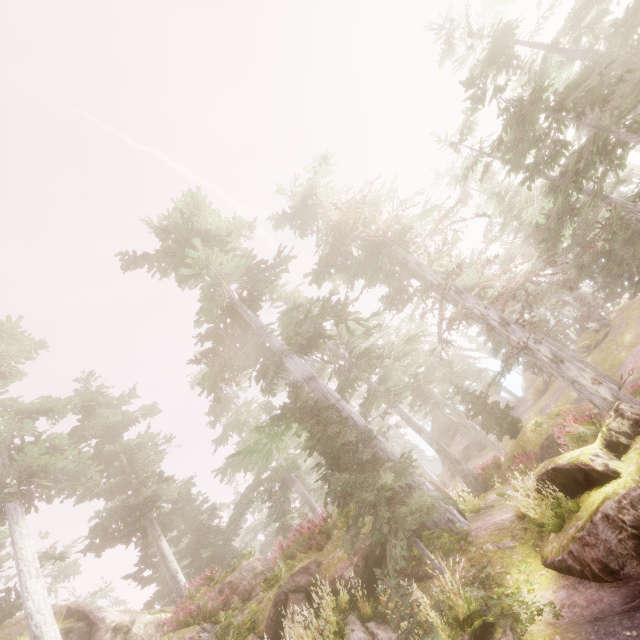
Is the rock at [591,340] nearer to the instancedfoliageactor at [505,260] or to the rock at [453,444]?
the instancedfoliageactor at [505,260]

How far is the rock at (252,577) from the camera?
13.54m

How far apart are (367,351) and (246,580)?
15.6 meters

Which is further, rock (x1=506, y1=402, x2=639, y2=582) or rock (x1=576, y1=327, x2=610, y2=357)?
rock (x1=576, y1=327, x2=610, y2=357)

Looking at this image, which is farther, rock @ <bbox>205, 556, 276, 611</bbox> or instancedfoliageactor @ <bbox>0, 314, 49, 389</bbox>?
instancedfoliageactor @ <bbox>0, 314, 49, 389</bbox>

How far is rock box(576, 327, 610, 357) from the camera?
30.0 meters

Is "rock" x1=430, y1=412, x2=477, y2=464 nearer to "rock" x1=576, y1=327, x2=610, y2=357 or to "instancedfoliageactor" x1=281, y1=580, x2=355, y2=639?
"instancedfoliageactor" x1=281, y1=580, x2=355, y2=639
